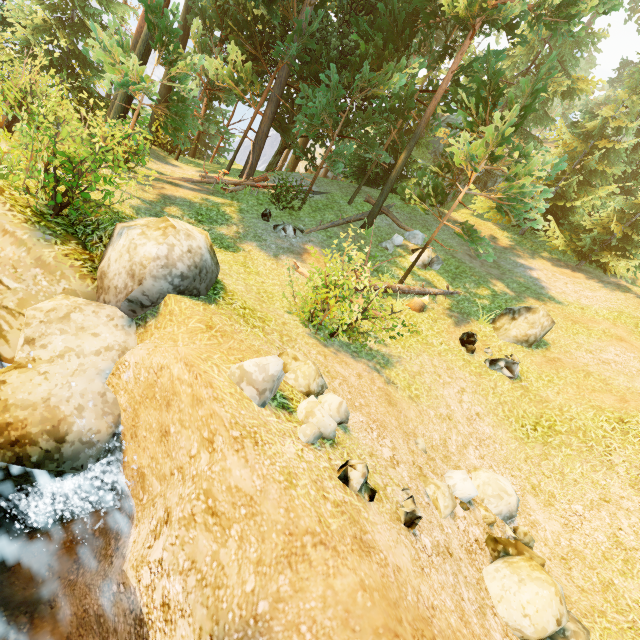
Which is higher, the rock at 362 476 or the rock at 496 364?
the rock at 496 364

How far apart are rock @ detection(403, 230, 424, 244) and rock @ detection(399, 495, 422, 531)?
13.75m

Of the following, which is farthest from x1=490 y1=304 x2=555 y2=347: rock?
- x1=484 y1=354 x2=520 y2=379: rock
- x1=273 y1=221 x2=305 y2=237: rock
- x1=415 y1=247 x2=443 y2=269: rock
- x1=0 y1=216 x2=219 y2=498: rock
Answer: x1=0 y1=216 x2=219 y2=498: rock

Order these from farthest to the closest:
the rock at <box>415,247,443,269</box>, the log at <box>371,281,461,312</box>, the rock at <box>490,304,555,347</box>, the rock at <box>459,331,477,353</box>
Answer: the rock at <box>415,247,443,269</box> < the log at <box>371,281,461,312</box> < the rock at <box>490,304,555,347</box> < the rock at <box>459,331,477,353</box>

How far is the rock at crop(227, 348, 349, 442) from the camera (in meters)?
3.86

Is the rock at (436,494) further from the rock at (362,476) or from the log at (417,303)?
the log at (417,303)

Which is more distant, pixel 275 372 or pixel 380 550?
pixel 275 372

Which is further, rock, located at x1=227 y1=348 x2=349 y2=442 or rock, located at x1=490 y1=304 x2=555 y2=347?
rock, located at x1=490 y1=304 x2=555 y2=347
